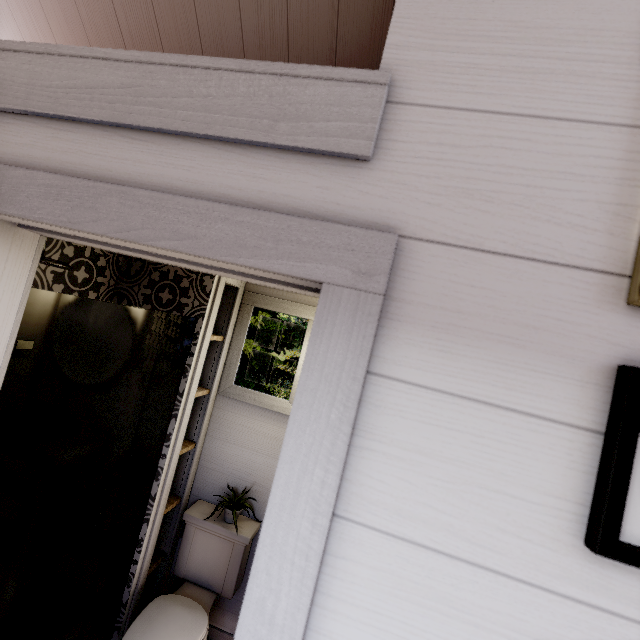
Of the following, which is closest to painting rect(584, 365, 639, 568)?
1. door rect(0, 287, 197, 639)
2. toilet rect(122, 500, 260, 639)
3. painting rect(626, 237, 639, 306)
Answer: painting rect(626, 237, 639, 306)

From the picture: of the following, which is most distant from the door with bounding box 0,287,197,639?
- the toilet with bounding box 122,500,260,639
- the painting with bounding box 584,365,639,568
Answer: the painting with bounding box 584,365,639,568

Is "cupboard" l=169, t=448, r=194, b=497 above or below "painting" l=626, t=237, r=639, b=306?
below

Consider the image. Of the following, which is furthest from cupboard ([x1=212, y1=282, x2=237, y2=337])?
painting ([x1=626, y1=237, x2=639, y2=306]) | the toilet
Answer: painting ([x1=626, y1=237, x2=639, y2=306])

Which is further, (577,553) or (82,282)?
(82,282)

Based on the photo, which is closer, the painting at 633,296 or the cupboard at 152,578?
the painting at 633,296

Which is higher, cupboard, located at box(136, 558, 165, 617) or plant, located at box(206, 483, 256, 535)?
plant, located at box(206, 483, 256, 535)

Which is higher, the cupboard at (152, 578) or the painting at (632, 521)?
the painting at (632, 521)
